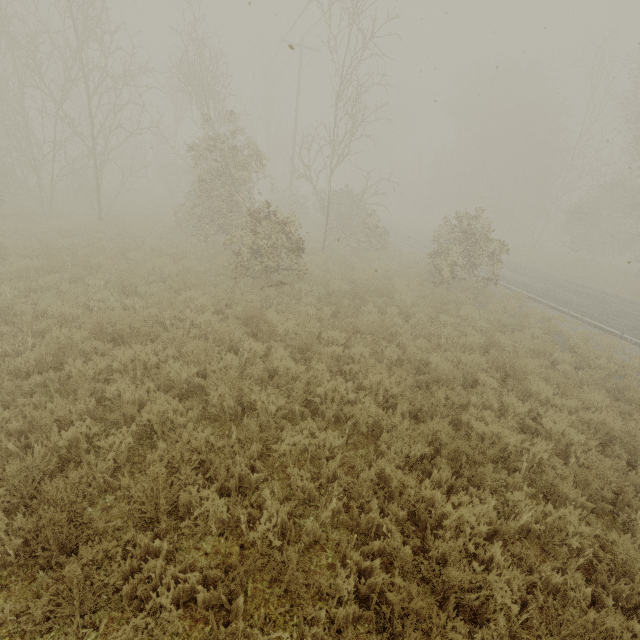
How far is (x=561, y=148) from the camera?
30.6 meters
